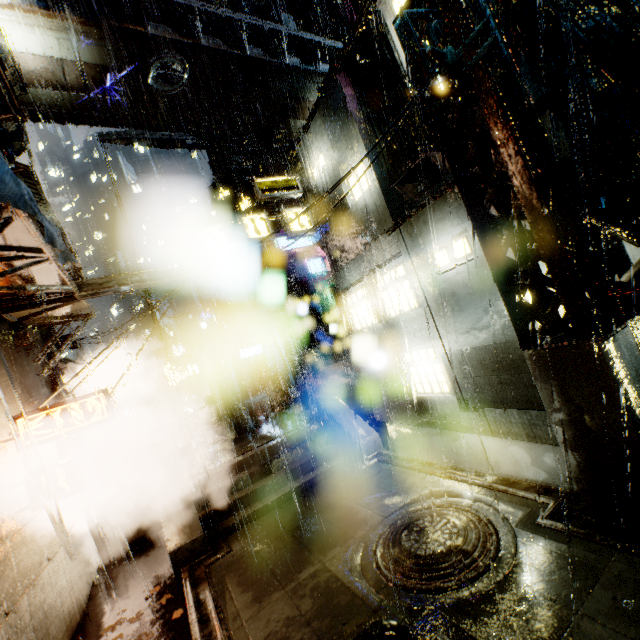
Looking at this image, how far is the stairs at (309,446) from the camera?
9.7 meters

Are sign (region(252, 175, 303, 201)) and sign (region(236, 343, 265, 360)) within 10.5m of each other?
no

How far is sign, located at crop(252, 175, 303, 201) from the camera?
14.7m

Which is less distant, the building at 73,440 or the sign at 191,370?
the building at 73,440

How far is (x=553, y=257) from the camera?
5.13m

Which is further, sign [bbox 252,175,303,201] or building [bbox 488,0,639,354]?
sign [bbox 252,175,303,201]

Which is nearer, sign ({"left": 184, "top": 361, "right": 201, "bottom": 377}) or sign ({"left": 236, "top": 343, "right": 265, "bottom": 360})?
sign ({"left": 184, "top": 361, "right": 201, "bottom": 377})

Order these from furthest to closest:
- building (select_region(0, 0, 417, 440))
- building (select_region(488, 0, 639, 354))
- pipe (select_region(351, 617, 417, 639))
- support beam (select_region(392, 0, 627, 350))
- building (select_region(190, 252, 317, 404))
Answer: building (select_region(190, 252, 317, 404))
building (select_region(0, 0, 417, 440))
building (select_region(488, 0, 639, 354))
support beam (select_region(392, 0, 627, 350))
pipe (select_region(351, 617, 417, 639))
